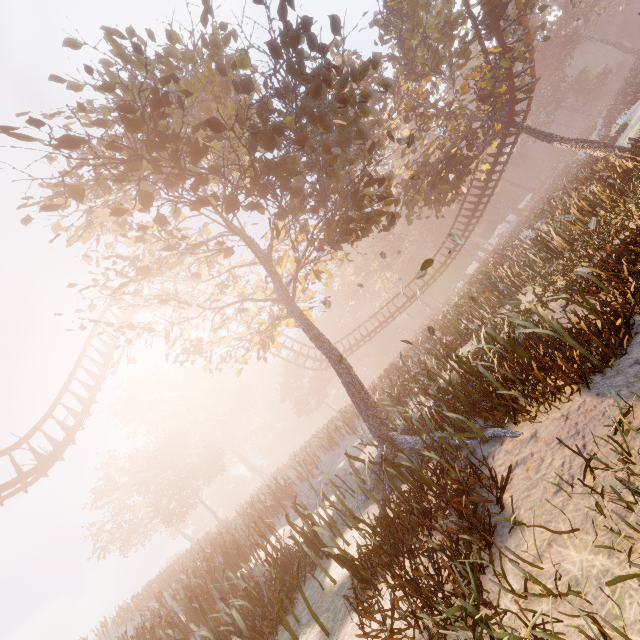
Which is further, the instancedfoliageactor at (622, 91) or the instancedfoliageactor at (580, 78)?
the instancedfoliageactor at (580, 78)

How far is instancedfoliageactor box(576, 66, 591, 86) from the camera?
58.9 meters

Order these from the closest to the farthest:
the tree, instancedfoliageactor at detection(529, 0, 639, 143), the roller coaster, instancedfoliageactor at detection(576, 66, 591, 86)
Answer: the tree
the roller coaster
instancedfoliageactor at detection(529, 0, 639, 143)
instancedfoliageactor at detection(576, 66, 591, 86)

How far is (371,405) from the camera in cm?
832

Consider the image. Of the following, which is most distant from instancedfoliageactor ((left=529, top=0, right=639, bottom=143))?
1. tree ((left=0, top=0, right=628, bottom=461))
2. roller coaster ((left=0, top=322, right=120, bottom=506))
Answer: roller coaster ((left=0, top=322, right=120, bottom=506))

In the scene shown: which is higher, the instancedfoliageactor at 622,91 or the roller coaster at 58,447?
the roller coaster at 58,447

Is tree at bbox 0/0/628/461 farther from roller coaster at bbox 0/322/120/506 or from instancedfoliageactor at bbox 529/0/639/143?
instancedfoliageactor at bbox 529/0/639/143
